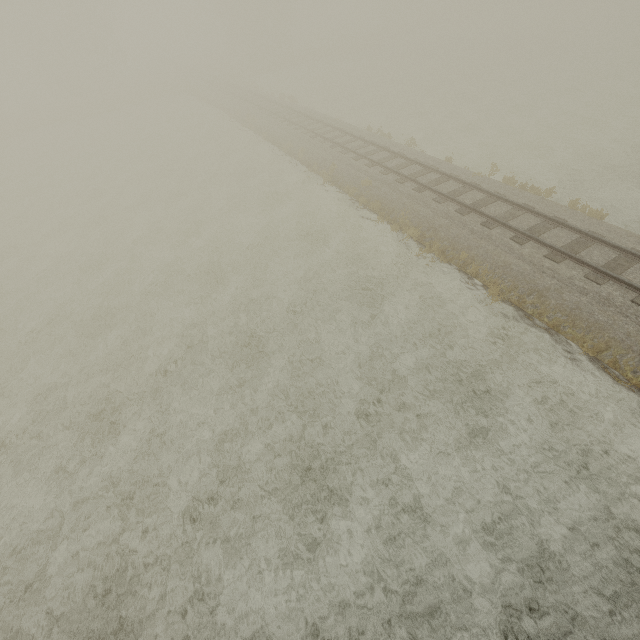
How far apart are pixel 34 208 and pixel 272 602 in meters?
30.2
